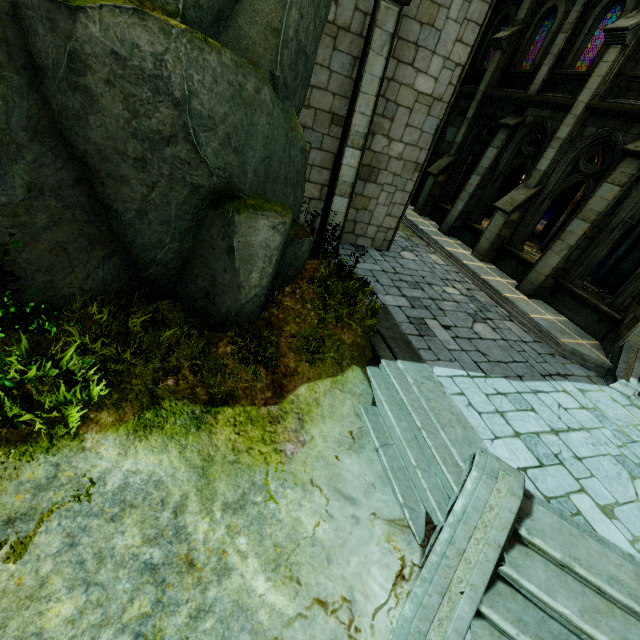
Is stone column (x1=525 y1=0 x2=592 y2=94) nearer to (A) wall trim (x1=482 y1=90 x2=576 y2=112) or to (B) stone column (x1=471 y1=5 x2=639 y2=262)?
(A) wall trim (x1=482 y1=90 x2=576 y2=112)

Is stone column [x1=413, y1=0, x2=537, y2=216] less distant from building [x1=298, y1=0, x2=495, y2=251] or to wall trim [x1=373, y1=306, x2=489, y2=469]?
building [x1=298, y1=0, x2=495, y2=251]

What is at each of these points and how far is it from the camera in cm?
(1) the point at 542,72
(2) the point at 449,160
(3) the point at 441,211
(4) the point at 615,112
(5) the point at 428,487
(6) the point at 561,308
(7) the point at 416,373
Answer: (1) stone column, 1151
(2) stone column, 1503
(3) wall trim, 1566
(4) wall trim, 920
(5) stair, 452
(6) wall trim, 1029
(7) wall trim, 614

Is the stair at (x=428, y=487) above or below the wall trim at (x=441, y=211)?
below

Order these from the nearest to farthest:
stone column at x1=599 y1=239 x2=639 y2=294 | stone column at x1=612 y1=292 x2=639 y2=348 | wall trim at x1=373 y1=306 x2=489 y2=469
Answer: wall trim at x1=373 y1=306 x2=489 y2=469 → stone column at x1=612 y1=292 x2=639 y2=348 → stone column at x1=599 y1=239 x2=639 y2=294

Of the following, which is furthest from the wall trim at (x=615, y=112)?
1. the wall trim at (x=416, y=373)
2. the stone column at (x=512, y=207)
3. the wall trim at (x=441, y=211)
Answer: the wall trim at (x=416, y=373)

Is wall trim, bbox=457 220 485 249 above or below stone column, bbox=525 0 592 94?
below

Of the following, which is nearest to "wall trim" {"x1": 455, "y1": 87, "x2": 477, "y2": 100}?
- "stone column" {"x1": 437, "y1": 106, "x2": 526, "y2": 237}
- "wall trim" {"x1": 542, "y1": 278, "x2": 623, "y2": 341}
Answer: "stone column" {"x1": 437, "y1": 106, "x2": 526, "y2": 237}
